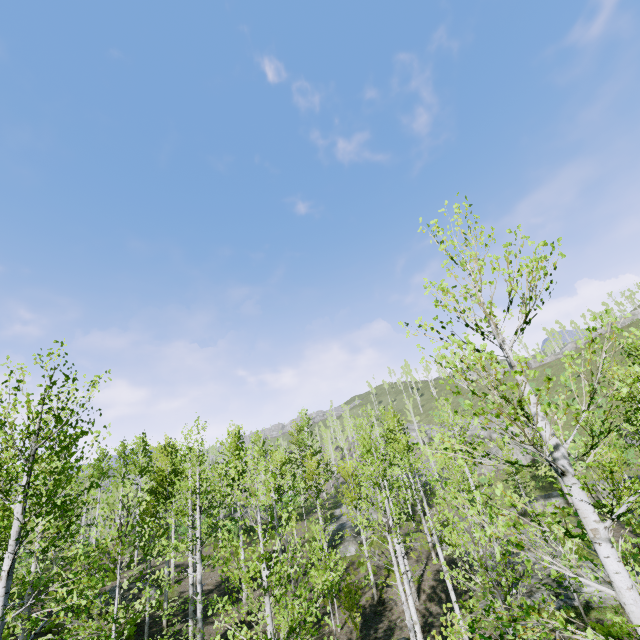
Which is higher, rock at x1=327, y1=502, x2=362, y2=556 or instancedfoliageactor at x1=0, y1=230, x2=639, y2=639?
instancedfoliageactor at x1=0, y1=230, x2=639, y2=639

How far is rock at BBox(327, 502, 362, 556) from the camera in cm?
2586

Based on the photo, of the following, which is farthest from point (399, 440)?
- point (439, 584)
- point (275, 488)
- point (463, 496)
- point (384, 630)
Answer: point (275, 488)

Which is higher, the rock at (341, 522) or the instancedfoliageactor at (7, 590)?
the instancedfoliageactor at (7, 590)

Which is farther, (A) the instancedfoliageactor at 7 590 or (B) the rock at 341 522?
(B) the rock at 341 522

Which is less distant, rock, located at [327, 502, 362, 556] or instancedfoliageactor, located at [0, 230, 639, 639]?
instancedfoliageactor, located at [0, 230, 639, 639]
